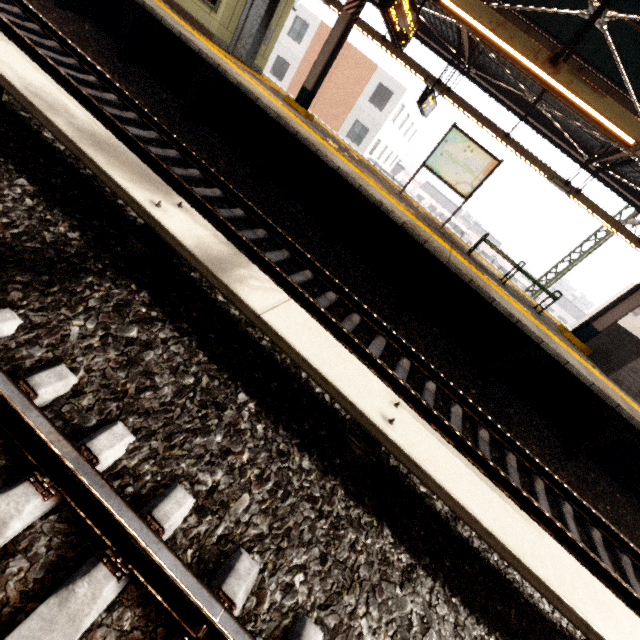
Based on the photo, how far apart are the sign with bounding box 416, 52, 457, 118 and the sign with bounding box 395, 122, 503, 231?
2.28m

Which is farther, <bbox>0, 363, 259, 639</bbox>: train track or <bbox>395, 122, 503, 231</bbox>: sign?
<bbox>395, 122, 503, 231</bbox>: sign

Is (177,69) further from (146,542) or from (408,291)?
(146,542)

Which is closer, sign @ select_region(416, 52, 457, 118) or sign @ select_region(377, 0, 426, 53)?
sign @ select_region(377, 0, 426, 53)

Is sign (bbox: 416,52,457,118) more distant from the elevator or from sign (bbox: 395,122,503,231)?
the elevator

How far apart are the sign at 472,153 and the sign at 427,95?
2.3 meters

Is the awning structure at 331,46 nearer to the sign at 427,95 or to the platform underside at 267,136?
the sign at 427,95

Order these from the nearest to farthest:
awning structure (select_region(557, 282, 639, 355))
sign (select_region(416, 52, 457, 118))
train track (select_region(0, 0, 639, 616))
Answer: train track (select_region(0, 0, 639, 616)) → awning structure (select_region(557, 282, 639, 355)) → sign (select_region(416, 52, 457, 118))
